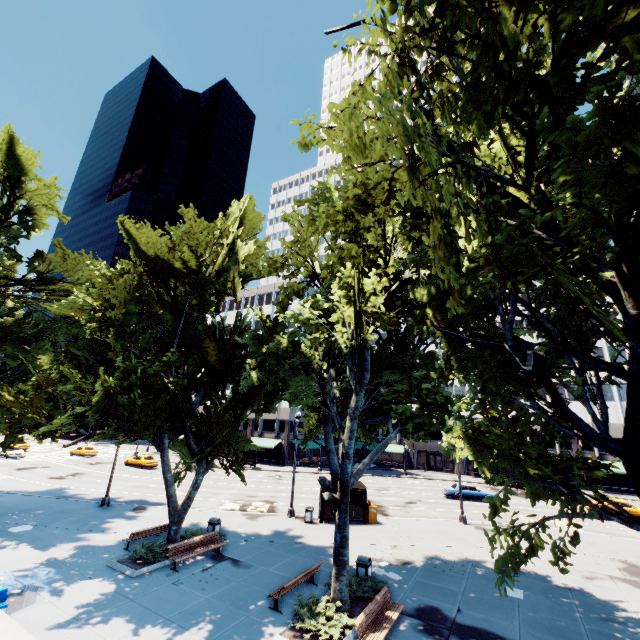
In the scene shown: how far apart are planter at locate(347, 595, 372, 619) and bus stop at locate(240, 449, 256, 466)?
36.2m

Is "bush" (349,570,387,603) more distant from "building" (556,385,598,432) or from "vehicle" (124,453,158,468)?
"building" (556,385,598,432)

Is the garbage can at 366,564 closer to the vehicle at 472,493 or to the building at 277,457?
the vehicle at 472,493

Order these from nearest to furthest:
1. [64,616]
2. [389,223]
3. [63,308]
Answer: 1. [64,616]
2. [389,223]
3. [63,308]

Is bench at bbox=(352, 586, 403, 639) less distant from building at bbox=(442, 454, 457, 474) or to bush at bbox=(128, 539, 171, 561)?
bush at bbox=(128, 539, 171, 561)

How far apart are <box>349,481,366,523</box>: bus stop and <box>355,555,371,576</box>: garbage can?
8.32m

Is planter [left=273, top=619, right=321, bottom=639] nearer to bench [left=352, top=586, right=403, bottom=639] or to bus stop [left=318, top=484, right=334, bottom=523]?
bench [left=352, top=586, right=403, bottom=639]

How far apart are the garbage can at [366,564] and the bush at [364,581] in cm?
67
